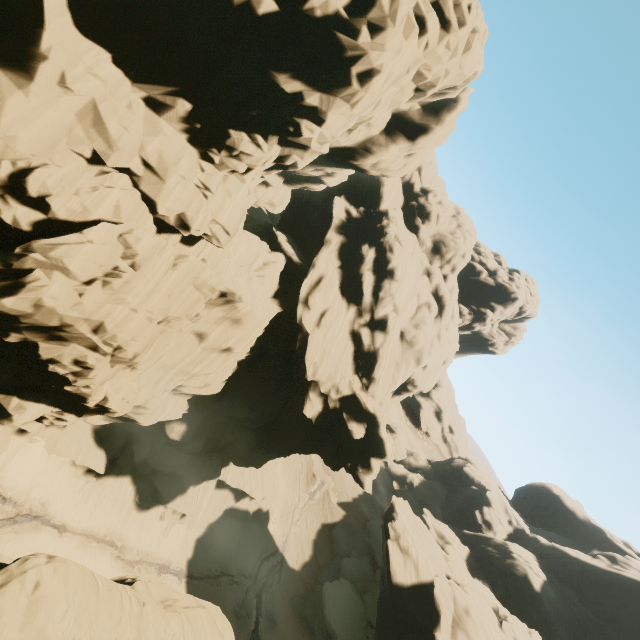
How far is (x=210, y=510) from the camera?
35.97m

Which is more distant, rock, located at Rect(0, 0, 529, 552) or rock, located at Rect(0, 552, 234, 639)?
rock, located at Rect(0, 0, 529, 552)

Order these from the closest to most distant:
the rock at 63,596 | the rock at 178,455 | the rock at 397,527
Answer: the rock at 63,596
the rock at 178,455
the rock at 397,527

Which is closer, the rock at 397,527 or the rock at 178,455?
the rock at 178,455

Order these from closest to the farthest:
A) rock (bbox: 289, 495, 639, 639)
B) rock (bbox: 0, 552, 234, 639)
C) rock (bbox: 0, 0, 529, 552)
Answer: rock (bbox: 0, 552, 234, 639), rock (bbox: 0, 0, 529, 552), rock (bbox: 289, 495, 639, 639)
